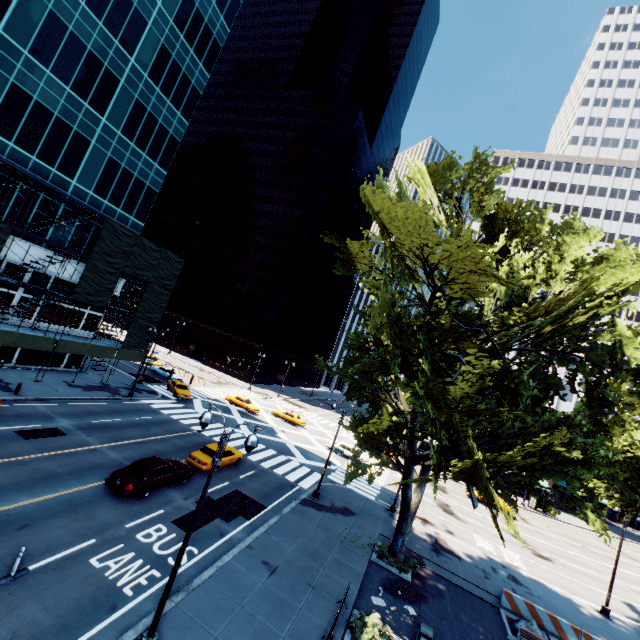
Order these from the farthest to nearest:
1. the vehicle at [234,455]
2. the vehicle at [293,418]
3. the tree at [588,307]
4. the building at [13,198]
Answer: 1. the vehicle at [293,418]
2. the building at [13,198]
3. the vehicle at [234,455]
4. the tree at [588,307]

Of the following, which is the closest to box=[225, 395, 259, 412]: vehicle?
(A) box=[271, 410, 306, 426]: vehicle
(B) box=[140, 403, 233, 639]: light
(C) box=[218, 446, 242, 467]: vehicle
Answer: (A) box=[271, 410, 306, 426]: vehicle

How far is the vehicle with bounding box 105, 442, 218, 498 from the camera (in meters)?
16.51

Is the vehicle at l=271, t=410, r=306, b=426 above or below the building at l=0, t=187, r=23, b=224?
below

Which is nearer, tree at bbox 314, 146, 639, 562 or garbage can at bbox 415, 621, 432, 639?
tree at bbox 314, 146, 639, 562

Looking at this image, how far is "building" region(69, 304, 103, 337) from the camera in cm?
3322

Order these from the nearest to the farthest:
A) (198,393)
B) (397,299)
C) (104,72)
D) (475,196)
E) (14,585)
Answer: (14,585) < (397,299) < (475,196) < (104,72) < (198,393)

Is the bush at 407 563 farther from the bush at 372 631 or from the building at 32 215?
the building at 32 215
